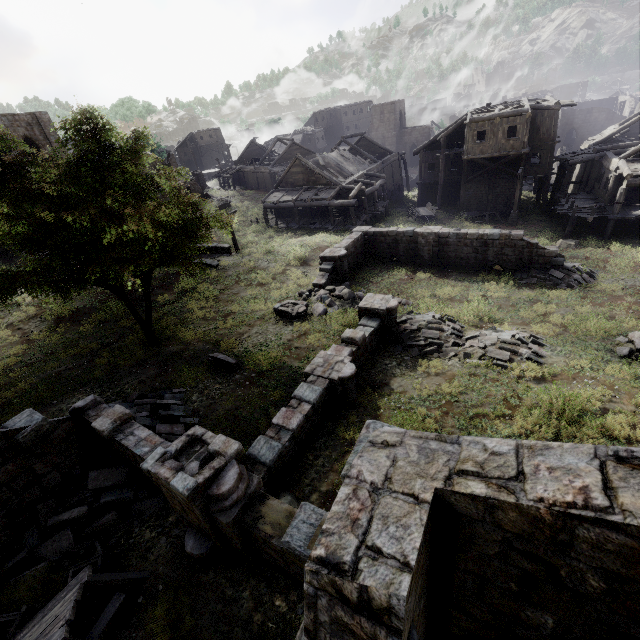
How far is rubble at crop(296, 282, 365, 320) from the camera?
17.3 meters

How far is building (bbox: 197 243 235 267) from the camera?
23.5m

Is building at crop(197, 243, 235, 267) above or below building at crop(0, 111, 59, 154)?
below

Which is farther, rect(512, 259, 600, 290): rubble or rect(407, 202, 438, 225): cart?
rect(407, 202, 438, 225): cart

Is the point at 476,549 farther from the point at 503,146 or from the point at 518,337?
the point at 503,146

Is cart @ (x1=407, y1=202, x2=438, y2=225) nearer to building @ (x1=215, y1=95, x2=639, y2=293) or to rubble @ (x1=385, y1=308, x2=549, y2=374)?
building @ (x1=215, y1=95, x2=639, y2=293)

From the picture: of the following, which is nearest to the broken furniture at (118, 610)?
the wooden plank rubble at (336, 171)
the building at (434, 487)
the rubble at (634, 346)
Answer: the building at (434, 487)

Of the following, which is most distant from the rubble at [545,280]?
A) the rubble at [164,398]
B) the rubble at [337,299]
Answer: the rubble at [164,398]
